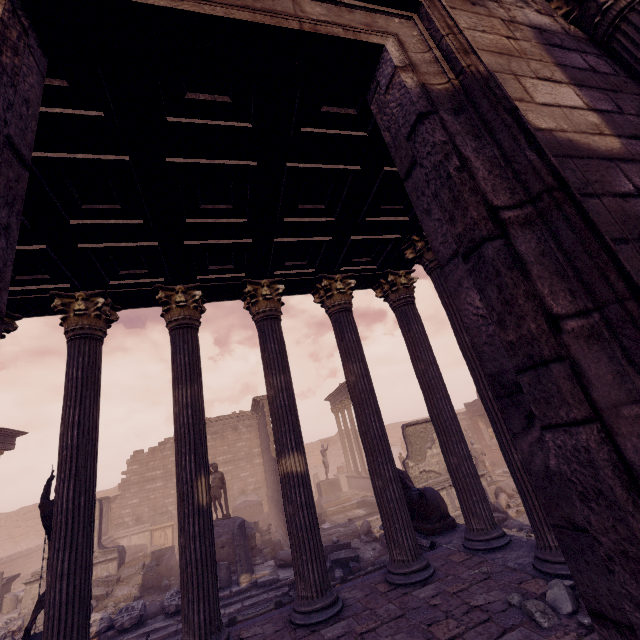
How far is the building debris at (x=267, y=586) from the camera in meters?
9.4 m

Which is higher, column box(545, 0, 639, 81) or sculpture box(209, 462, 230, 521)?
column box(545, 0, 639, 81)

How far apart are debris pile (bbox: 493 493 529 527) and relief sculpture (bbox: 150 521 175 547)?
19.7 meters

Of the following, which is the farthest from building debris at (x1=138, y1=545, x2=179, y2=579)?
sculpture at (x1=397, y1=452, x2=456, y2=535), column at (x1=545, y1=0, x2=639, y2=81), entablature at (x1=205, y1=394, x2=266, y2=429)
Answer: column at (x1=545, y1=0, x2=639, y2=81)

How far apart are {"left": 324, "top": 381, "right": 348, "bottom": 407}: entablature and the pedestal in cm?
564

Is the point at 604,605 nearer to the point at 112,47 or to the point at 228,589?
the point at 112,47

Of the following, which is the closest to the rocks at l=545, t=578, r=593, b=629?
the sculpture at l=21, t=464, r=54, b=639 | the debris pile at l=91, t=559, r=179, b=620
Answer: the sculpture at l=21, t=464, r=54, b=639

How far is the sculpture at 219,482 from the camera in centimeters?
1315cm
